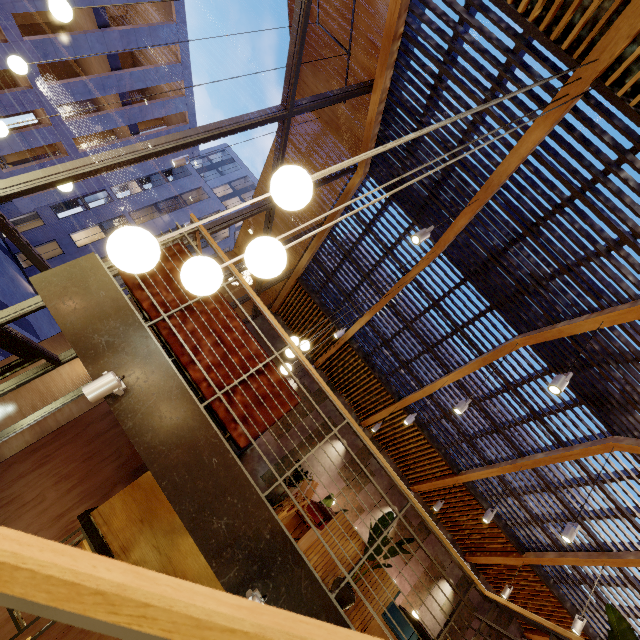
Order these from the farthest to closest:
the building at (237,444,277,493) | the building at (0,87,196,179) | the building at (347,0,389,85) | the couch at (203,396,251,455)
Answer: the building at (0,87,196,179), the building at (237,444,277,493), the building at (347,0,389,85), the couch at (203,396,251,455)

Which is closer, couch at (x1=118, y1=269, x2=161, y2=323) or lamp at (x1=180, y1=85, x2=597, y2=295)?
lamp at (x1=180, y1=85, x2=597, y2=295)

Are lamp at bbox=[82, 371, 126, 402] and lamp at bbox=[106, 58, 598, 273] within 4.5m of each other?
yes

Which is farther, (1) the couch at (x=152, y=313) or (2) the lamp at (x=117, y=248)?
(1) the couch at (x=152, y=313)

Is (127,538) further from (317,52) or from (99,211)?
(99,211)

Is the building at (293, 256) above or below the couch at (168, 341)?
above

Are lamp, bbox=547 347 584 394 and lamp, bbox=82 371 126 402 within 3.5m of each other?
no

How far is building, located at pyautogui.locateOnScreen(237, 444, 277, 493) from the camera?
10.0m
